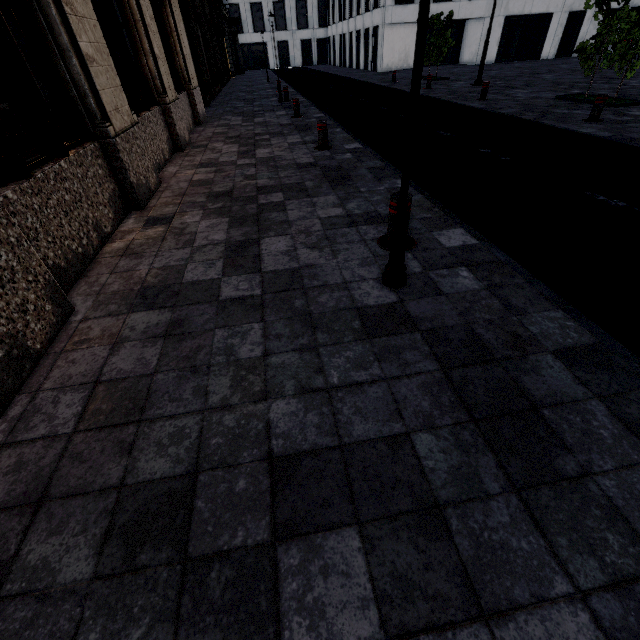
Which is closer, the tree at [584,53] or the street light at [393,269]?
the street light at [393,269]

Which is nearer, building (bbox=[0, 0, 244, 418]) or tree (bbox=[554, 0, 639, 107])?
building (bbox=[0, 0, 244, 418])

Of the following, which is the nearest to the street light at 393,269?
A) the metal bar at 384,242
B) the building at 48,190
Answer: the metal bar at 384,242

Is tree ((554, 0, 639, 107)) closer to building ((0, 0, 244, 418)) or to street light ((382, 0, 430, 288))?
building ((0, 0, 244, 418))

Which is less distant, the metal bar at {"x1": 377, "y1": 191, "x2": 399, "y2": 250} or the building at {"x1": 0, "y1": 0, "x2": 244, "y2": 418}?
the building at {"x1": 0, "y1": 0, "x2": 244, "y2": 418}

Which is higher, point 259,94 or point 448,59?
point 448,59

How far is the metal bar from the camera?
3.40m

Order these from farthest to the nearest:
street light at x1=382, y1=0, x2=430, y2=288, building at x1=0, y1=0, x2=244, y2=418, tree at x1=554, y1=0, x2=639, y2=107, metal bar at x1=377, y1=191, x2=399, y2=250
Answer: tree at x1=554, y1=0, x2=639, y2=107 → metal bar at x1=377, y1=191, x2=399, y2=250 → building at x1=0, y1=0, x2=244, y2=418 → street light at x1=382, y1=0, x2=430, y2=288
